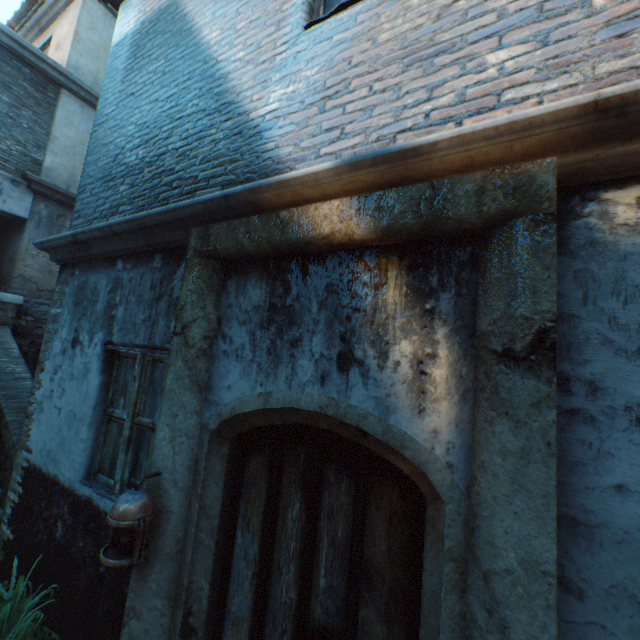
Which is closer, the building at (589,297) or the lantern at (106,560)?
the building at (589,297)

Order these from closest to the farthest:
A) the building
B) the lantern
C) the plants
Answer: the building
the lantern
the plants

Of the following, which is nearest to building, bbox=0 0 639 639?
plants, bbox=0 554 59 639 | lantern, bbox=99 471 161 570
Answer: plants, bbox=0 554 59 639

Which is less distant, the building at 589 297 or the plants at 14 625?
the building at 589 297

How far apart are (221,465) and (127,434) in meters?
1.3

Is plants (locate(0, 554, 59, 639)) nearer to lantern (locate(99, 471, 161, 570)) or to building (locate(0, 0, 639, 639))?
lantern (locate(99, 471, 161, 570))

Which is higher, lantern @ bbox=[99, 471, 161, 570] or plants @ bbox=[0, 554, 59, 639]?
lantern @ bbox=[99, 471, 161, 570]
